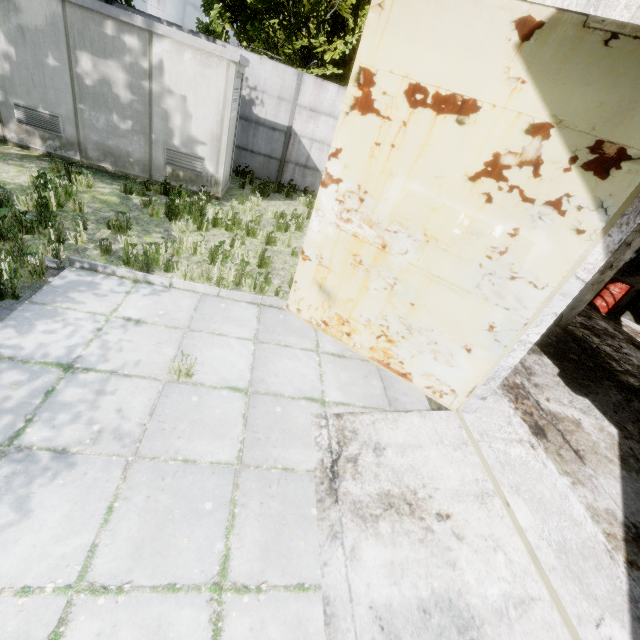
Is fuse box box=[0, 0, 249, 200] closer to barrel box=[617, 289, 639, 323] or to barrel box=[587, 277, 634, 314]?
barrel box=[587, 277, 634, 314]

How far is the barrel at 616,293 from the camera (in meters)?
9.61

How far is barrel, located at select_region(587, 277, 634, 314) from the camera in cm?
961

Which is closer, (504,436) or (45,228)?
(504,436)

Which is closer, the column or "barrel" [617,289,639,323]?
the column

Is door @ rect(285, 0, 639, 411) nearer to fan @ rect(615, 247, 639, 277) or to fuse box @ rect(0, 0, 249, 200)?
fuse box @ rect(0, 0, 249, 200)

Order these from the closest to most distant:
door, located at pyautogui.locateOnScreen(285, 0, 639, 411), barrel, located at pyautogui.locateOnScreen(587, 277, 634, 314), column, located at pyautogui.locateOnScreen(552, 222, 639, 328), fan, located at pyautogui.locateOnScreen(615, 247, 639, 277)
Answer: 1. door, located at pyautogui.locateOnScreen(285, 0, 639, 411)
2. column, located at pyautogui.locateOnScreen(552, 222, 639, 328)
3. barrel, located at pyautogui.locateOnScreen(587, 277, 634, 314)
4. fan, located at pyautogui.locateOnScreen(615, 247, 639, 277)

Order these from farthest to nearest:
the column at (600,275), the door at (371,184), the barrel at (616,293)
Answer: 1. the barrel at (616,293)
2. the column at (600,275)
3. the door at (371,184)
